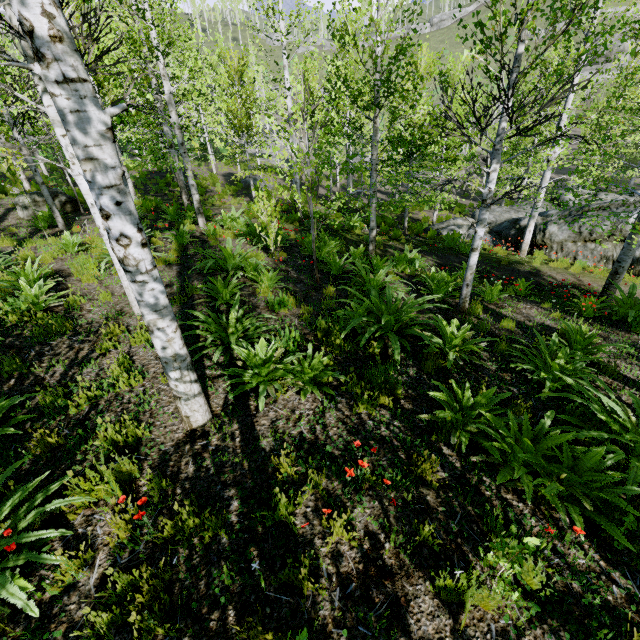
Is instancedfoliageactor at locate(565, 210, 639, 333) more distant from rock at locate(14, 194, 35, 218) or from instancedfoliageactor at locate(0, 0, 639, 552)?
rock at locate(14, 194, 35, 218)

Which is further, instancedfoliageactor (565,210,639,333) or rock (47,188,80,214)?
rock (47,188,80,214)

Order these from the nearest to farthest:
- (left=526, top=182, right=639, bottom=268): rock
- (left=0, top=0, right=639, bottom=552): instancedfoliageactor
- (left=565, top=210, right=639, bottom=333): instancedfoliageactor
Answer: (left=0, top=0, right=639, bottom=552): instancedfoliageactor
(left=565, top=210, right=639, bottom=333): instancedfoliageactor
(left=526, top=182, right=639, bottom=268): rock

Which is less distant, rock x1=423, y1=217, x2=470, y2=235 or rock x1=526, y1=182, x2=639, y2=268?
rock x1=526, y1=182, x2=639, y2=268

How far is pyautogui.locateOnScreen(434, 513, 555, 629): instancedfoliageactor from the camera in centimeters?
213cm

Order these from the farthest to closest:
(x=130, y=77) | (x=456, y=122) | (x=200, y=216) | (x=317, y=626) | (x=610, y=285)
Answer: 1. (x=200, y=216)
2. (x=610, y=285)
3. (x=456, y=122)
4. (x=130, y=77)
5. (x=317, y=626)

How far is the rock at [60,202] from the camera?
11.43m

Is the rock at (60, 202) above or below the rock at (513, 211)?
above
